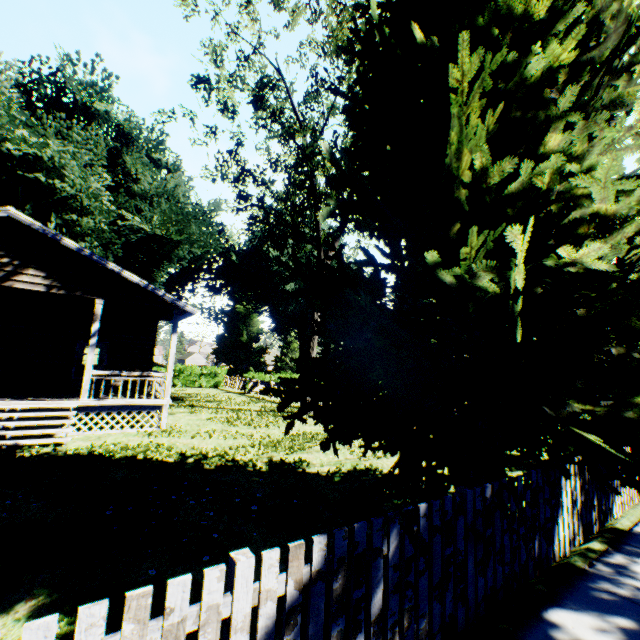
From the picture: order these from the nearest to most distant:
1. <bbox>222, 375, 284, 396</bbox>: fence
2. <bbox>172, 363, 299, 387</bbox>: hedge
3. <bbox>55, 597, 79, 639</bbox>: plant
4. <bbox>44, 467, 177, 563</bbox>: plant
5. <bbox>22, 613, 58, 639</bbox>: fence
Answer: <bbox>22, 613, 58, 639</bbox>: fence < <bbox>55, 597, 79, 639</bbox>: plant < <bbox>44, 467, 177, 563</bbox>: plant < <bbox>222, 375, 284, 396</bbox>: fence < <bbox>172, 363, 299, 387</bbox>: hedge

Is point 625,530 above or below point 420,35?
below

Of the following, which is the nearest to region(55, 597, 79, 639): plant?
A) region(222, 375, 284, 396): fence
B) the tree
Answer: region(222, 375, 284, 396): fence

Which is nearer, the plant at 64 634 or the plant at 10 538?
the plant at 64 634

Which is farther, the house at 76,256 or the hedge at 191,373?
the hedge at 191,373

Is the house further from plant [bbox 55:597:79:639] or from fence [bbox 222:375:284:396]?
fence [bbox 222:375:284:396]
